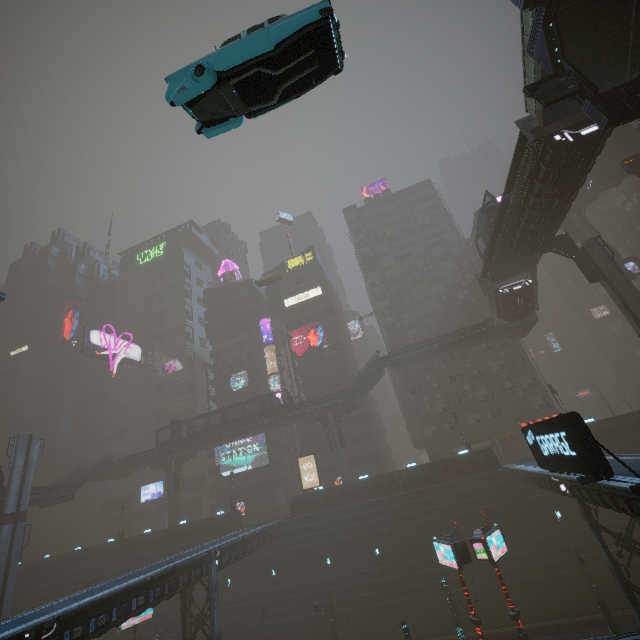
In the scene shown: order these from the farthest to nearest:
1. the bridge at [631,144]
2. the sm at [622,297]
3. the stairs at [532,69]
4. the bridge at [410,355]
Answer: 1. the bridge at [410,355]
2. the bridge at [631,144]
3. the sm at [622,297]
4. the stairs at [532,69]

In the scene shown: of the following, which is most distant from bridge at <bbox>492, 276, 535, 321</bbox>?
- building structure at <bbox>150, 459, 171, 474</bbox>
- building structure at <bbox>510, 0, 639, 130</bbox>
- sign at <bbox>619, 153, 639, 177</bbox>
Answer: building structure at <bbox>150, 459, 171, 474</bbox>

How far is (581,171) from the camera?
20.0 meters

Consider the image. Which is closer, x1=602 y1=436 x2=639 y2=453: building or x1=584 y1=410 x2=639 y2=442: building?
x1=602 y1=436 x2=639 y2=453: building

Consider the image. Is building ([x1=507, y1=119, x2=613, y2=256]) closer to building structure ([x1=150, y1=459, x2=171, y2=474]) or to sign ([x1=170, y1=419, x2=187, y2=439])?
building structure ([x1=150, y1=459, x2=171, y2=474])

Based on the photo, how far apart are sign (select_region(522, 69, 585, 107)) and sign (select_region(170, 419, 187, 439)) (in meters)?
48.38

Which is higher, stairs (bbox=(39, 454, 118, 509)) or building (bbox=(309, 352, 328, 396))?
building (bbox=(309, 352, 328, 396))

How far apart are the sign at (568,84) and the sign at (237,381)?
51.3m
